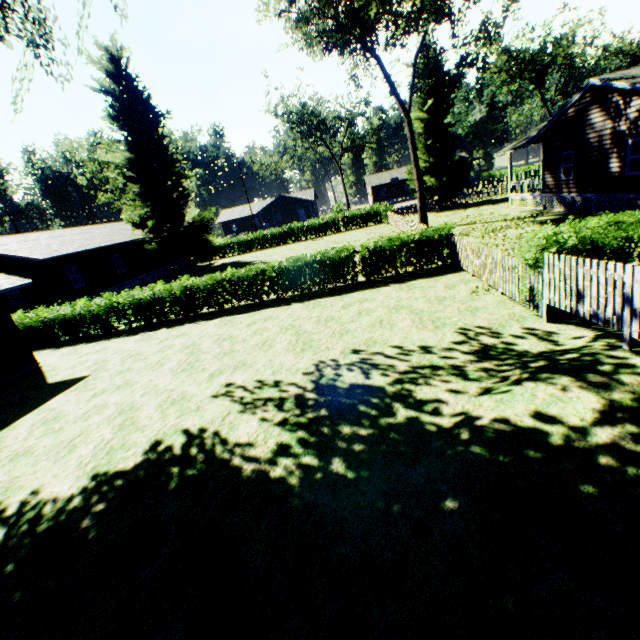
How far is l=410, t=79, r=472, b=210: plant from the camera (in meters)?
32.94

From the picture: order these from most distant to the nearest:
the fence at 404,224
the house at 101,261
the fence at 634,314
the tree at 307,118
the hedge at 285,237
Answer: the tree at 307,118 → the hedge at 285,237 → the fence at 404,224 → the house at 101,261 → the fence at 634,314

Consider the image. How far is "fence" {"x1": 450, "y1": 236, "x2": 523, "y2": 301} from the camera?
9.2m

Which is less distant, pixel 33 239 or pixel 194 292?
pixel 194 292

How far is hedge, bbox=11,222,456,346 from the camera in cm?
1456

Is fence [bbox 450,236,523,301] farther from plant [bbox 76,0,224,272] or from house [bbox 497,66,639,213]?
house [bbox 497,66,639,213]

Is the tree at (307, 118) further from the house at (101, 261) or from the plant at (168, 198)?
the house at (101, 261)

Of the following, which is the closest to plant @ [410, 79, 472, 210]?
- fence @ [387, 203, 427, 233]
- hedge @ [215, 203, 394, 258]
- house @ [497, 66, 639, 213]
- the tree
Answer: fence @ [387, 203, 427, 233]
